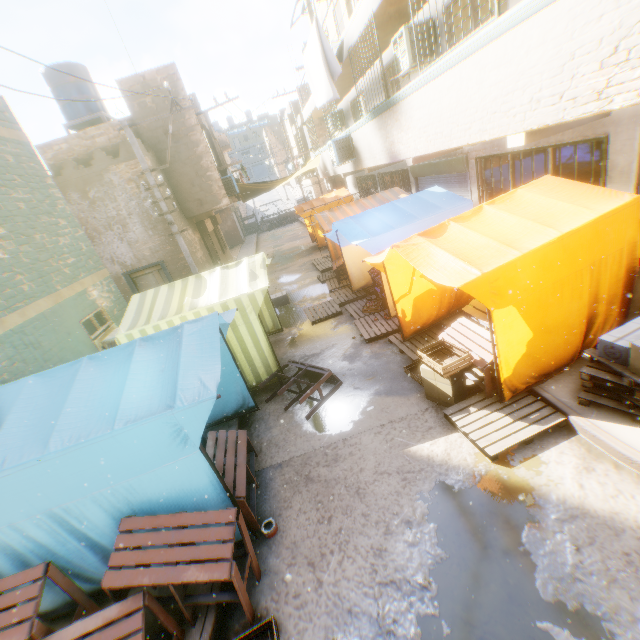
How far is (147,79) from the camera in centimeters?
1134cm

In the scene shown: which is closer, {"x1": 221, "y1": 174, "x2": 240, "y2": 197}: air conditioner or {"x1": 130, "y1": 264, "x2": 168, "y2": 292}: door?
{"x1": 130, "y1": 264, "x2": 168, "y2": 292}: door

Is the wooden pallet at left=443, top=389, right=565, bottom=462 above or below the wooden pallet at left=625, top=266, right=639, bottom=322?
below

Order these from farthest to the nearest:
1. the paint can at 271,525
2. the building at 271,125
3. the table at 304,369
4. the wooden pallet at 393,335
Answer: the building at 271,125, the wooden pallet at 393,335, the table at 304,369, the paint can at 271,525

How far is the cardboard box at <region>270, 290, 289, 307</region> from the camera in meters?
11.8 m

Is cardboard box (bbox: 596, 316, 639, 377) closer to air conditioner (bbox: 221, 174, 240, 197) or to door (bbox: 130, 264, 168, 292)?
air conditioner (bbox: 221, 174, 240, 197)

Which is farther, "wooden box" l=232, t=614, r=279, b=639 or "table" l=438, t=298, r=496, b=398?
"table" l=438, t=298, r=496, b=398

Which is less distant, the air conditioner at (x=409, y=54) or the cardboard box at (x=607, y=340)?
the cardboard box at (x=607, y=340)
